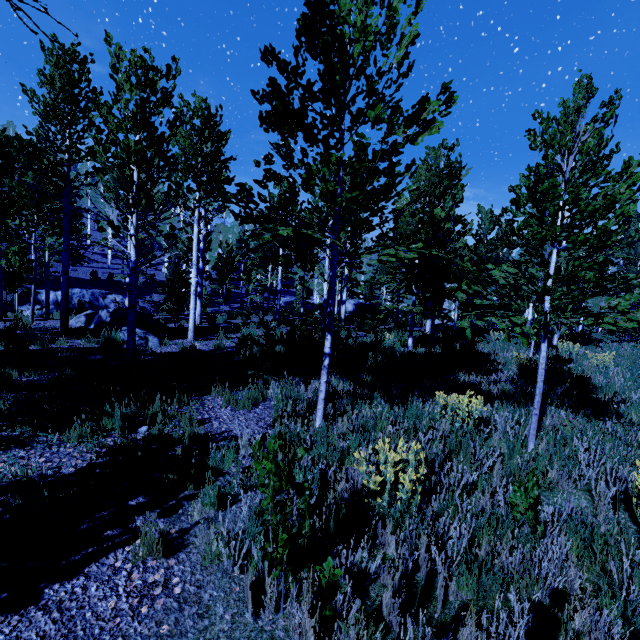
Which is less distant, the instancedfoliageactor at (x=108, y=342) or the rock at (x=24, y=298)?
the instancedfoliageactor at (x=108, y=342)

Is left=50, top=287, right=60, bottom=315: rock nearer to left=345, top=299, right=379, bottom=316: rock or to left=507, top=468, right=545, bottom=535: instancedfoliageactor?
left=507, top=468, right=545, bottom=535: instancedfoliageactor

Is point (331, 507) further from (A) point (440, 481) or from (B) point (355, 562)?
(A) point (440, 481)

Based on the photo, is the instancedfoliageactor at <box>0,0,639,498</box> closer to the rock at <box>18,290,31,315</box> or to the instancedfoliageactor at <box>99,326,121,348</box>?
the instancedfoliageactor at <box>99,326,121,348</box>

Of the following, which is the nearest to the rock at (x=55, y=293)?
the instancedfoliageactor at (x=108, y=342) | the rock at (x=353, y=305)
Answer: the rock at (x=353, y=305)

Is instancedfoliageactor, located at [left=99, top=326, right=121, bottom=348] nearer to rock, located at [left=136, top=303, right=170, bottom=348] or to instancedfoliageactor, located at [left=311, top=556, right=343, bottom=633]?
instancedfoliageactor, located at [left=311, top=556, right=343, bottom=633]

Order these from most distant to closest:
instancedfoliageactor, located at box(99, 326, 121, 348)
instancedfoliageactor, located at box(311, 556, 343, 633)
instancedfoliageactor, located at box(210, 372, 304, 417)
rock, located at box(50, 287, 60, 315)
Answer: rock, located at box(50, 287, 60, 315) < instancedfoliageactor, located at box(99, 326, 121, 348) < instancedfoliageactor, located at box(210, 372, 304, 417) < instancedfoliageactor, located at box(311, 556, 343, 633)

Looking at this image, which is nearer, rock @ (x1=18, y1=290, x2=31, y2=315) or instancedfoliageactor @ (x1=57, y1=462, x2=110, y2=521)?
instancedfoliageactor @ (x1=57, y1=462, x2=110, y2=521)
